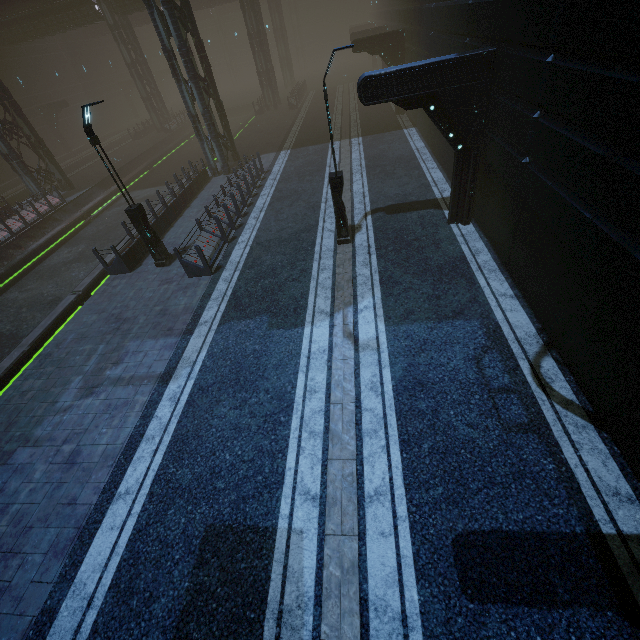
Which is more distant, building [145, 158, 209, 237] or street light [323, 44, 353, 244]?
building [145, 158, 209, 237]

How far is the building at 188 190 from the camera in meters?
15.6

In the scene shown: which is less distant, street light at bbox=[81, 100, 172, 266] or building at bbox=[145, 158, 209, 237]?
street light at bbox=[81, 100, 172, 266]

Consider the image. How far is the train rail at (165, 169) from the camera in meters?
25.2 m

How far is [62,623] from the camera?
5.1m

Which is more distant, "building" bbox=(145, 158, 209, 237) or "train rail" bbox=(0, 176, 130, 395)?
"building" bbox=(145, 158, 209, 237)

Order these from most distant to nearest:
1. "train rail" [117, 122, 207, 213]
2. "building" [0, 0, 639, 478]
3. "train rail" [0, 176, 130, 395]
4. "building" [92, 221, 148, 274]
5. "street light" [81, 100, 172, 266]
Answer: "train rail" [117, 122, 207, 213], "building" [92, 221, 148, 274], "train rail" [0, 176, 130, 395], "street light" [81, 100, 172, 266], "building" [0, 0, 639, 478]

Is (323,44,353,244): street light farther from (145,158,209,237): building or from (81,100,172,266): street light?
(81,100,172,266): street light
